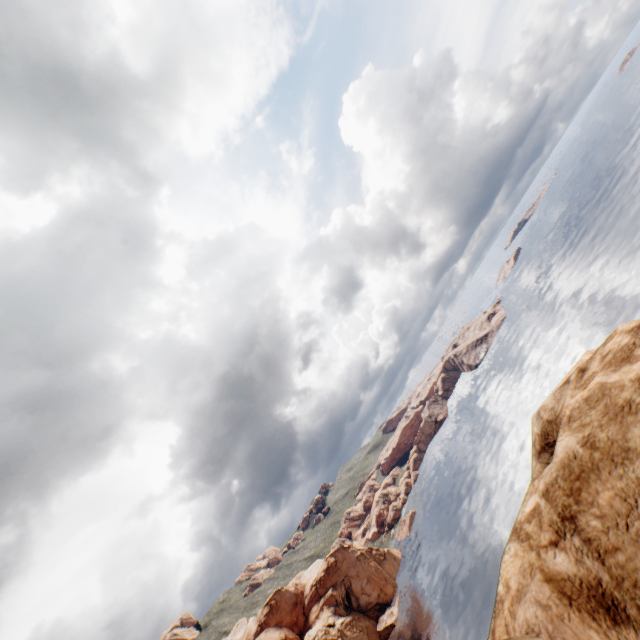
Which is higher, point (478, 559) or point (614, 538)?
point (614, 538)
